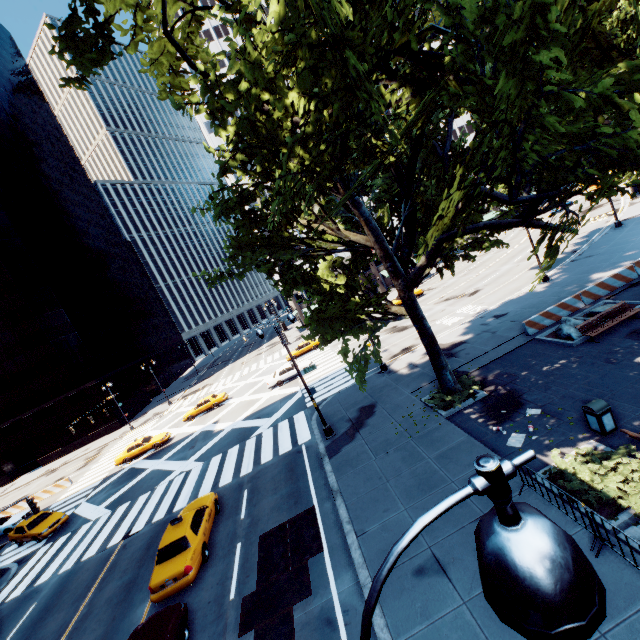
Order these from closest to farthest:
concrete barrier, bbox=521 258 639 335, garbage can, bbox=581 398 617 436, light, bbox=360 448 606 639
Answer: light, bbox=360 448 606 639
garbage can, bbox=581 398 617 436
concrete barrier, bbox=521 258 639 335

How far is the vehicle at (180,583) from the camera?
11.70m

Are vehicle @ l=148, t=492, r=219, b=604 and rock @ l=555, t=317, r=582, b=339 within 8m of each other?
no

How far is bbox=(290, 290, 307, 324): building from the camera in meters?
57.6

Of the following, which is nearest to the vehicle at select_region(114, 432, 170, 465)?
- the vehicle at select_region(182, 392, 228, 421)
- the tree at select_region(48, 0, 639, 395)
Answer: the vehicle at select_region(182, 392, 228, 421)

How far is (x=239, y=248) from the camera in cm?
1288

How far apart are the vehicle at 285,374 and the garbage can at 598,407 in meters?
24.1

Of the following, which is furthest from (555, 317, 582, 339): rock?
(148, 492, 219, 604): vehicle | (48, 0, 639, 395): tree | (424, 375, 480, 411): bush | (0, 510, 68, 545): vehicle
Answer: (0, 510, 68, 545): vehicle
